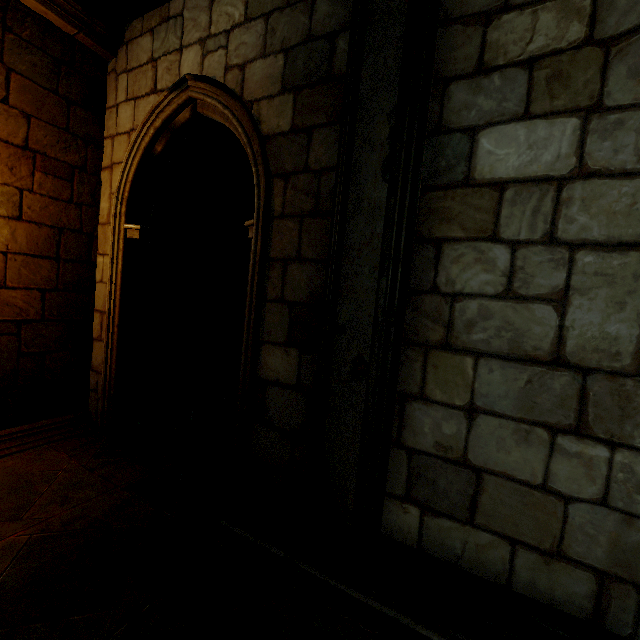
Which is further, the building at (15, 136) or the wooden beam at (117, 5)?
the wooden beam at (117, 5)

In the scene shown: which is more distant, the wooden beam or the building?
the wooden beam

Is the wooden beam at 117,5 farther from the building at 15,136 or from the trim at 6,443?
the trim at 6,443

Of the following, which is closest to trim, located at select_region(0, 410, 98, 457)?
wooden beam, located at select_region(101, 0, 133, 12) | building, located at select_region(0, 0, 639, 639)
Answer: building, located at select_region(0, 0, 639, 639)

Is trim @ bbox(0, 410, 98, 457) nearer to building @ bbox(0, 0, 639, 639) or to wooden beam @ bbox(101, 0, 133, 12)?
building @ bbox(0, 0, 639, 639)

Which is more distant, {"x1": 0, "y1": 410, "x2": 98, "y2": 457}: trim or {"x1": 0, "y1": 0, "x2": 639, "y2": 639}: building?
{"x1": 0, "y1": 410, "x2": 98, "y2": 457}: trim

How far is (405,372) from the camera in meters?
2.3 m
